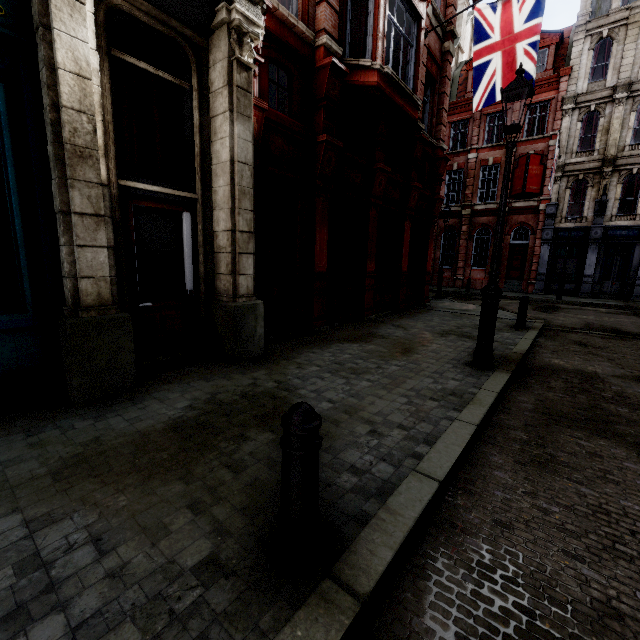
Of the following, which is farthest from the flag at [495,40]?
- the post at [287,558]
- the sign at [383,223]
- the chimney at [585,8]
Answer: the chimney at [585,8]

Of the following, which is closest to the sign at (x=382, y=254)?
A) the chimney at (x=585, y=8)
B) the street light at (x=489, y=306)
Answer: the street light at (x=489, y=306)

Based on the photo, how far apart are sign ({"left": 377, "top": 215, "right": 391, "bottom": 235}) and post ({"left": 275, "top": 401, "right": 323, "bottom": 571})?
9.33m

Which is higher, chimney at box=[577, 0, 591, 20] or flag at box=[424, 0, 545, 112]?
chimney at box=[577, 0, 591, 20]

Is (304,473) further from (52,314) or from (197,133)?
(197,133)

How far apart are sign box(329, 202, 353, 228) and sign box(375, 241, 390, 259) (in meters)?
1.41

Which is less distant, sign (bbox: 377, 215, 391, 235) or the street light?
the street light

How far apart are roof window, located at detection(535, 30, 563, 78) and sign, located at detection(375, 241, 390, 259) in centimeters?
2110cm
